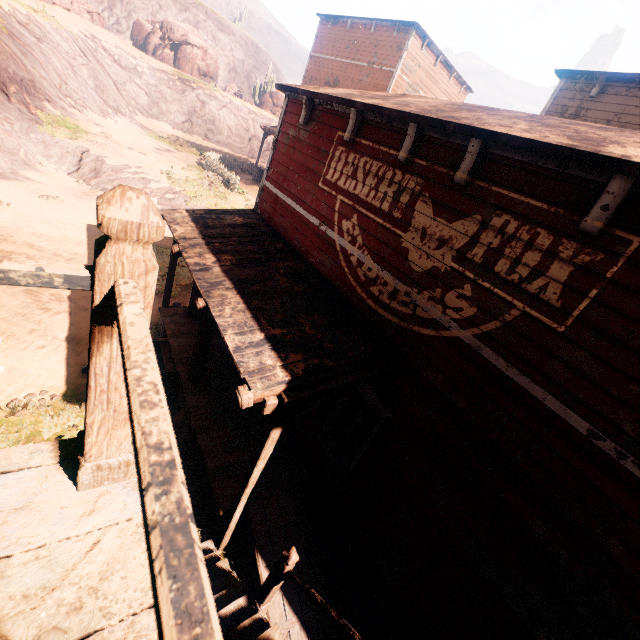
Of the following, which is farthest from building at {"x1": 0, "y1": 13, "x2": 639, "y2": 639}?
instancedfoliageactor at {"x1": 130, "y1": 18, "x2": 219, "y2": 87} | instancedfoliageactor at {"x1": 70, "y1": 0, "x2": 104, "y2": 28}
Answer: instancedfoliageactor at {"x1": 70, "y1": 0, "x2": 104, "y2": 28}

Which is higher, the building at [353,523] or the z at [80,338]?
the building at [353,523]

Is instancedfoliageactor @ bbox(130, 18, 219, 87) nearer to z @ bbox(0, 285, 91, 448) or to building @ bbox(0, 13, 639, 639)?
z @ bbox(0, 285, 91, 448)

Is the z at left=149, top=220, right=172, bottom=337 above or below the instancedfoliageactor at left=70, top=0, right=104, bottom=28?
below

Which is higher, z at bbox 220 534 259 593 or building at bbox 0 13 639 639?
building at bbox 0 13 639 639

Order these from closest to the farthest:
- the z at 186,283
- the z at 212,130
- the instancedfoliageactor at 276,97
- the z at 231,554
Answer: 1. the z at 231,554
2. the z at 186,283
3. the z at 212,130
4. the instancedfoliageactor at 276,97

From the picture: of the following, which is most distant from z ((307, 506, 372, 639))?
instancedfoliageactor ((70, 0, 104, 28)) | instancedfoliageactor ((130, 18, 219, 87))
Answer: instancedfoliageactor ((70, 0, 104, 28))

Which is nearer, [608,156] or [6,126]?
[608,156]
